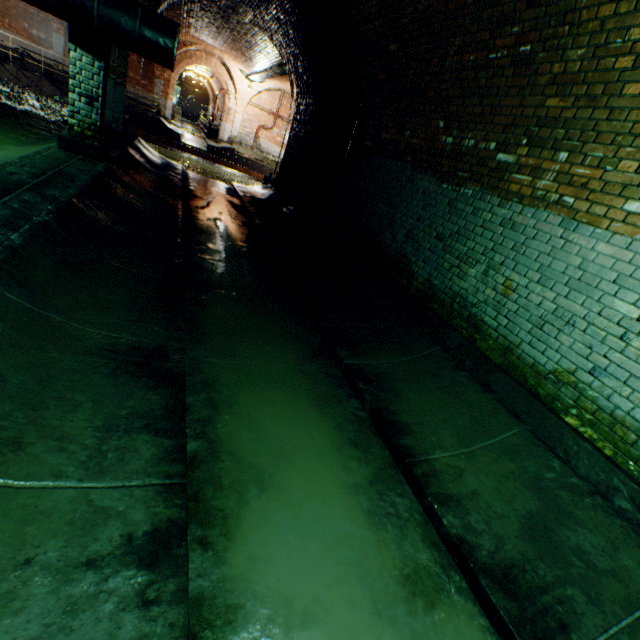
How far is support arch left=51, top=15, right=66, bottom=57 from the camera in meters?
17.3

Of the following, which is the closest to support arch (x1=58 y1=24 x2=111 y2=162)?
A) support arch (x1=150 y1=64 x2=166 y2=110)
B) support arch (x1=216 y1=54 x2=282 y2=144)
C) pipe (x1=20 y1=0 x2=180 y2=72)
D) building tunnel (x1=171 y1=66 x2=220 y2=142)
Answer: pipe (x1=20 y1=0 x2=180 y2=72)

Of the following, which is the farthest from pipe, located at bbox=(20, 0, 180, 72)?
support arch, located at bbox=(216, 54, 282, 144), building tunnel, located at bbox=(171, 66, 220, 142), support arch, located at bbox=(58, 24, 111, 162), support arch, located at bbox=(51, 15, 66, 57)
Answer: building tunnel, located at bbox=(171, 66, 220, 142)

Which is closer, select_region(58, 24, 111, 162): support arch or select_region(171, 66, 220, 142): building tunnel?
select_region(58, 24, 111, 162): support arch

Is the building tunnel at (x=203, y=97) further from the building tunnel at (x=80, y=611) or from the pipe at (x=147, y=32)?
the building tunnel at (x=80, y=611)

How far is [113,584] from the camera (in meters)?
1.30

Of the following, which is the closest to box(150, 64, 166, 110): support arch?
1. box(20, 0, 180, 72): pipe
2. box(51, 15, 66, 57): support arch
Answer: box(20, 0, 180, 72): pipe

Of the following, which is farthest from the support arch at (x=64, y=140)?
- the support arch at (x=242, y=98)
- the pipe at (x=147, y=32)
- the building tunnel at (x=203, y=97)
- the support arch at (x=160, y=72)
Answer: the building tunnel at (x=203, y=97)
